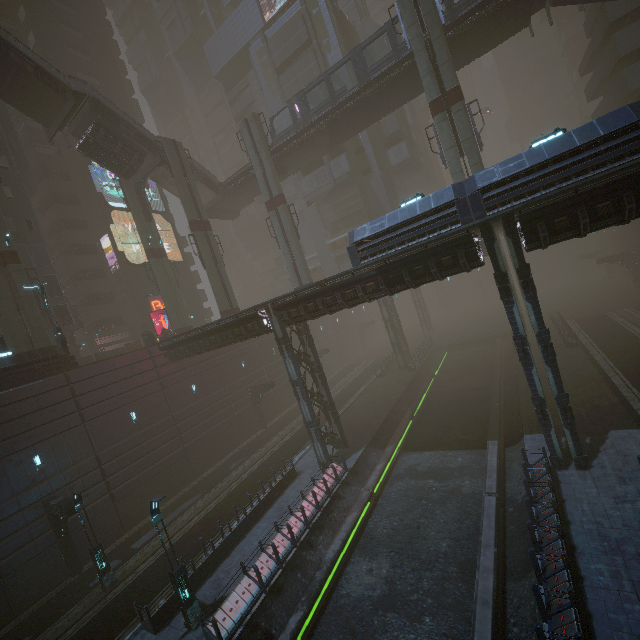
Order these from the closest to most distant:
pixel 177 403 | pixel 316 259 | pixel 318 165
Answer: pixel 177 403 < pixel 318 165 < pixel 316 259

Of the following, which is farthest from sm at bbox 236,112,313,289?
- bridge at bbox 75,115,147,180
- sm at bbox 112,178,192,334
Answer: sm at bbox 112,178,192,334

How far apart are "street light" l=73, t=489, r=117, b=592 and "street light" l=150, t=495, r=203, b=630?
6.66m

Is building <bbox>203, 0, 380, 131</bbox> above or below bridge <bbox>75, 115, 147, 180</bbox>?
above

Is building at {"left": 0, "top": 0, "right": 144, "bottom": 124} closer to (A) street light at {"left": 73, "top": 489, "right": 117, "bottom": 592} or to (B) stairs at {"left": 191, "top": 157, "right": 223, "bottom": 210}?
(A) street light at {"left": 73, "top": 489, "right": 117, "bottom": 592}

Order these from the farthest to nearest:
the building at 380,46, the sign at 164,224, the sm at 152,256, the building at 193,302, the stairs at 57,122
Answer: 1. the building at 380,46
2. the building at 193,302
3. the sign at 164,224
4. the sm at 152,256
5. the stairs at 57,122

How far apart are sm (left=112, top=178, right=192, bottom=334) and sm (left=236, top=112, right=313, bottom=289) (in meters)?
12.10

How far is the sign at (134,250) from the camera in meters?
37.1
